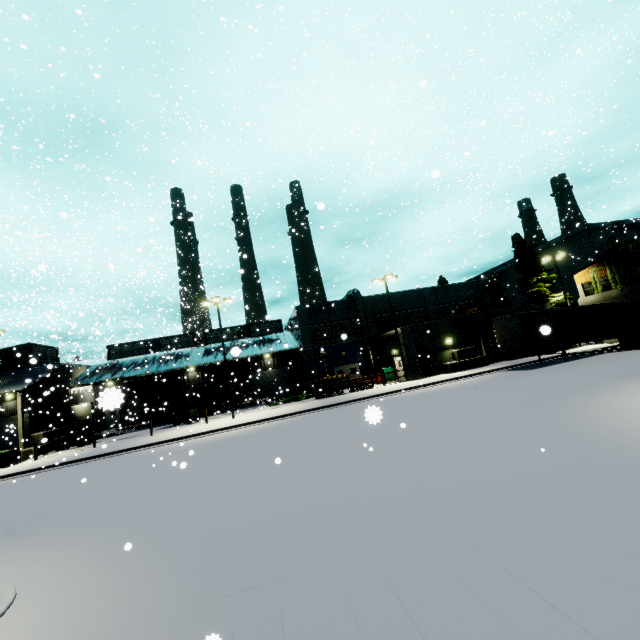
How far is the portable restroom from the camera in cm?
3425

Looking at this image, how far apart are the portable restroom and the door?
13.7m

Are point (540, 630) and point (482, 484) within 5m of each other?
yes

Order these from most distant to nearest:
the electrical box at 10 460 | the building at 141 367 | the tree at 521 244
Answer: the tree at 521 244
the building at 141 367
the electrical box at 10 460

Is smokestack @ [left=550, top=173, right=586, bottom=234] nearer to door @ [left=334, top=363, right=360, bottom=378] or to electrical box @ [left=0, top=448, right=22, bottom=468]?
door @ [left=334, top=363, right=360, bottom=378]

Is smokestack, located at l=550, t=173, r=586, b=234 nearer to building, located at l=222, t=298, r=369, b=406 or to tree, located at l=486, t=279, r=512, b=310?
building, located at l=222, t=298, r=369, b=406

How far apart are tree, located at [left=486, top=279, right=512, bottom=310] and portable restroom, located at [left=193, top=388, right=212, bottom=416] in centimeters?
5093cm

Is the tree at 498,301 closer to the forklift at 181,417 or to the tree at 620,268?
the tree at 620,268
